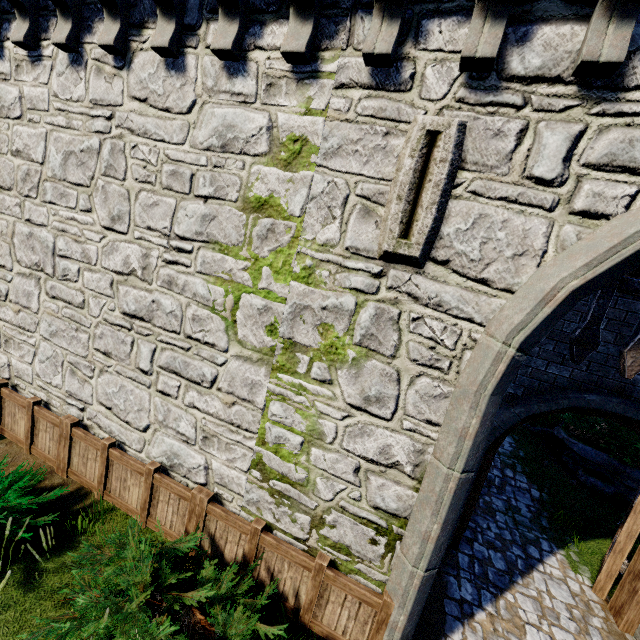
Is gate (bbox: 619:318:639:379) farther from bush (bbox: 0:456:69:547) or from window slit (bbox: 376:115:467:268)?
bush (bbox: 0:456:69:547)

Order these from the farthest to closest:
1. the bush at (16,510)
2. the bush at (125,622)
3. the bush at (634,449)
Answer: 1. the bush at (634,449)
2. the bush at (16,510)
3. the bush at (125,622)

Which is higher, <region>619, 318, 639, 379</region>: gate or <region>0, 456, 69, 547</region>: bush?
<region>619, 318, 639, 379</region>: gate

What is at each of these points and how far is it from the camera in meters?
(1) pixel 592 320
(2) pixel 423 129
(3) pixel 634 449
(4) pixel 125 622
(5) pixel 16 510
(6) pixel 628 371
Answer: (1) gate, 3.6
(2) window slit, 3.3
(3) bush, 9.8
(4) bush, 3.2
(5) bush, 4.6
(6) gate, 3.6

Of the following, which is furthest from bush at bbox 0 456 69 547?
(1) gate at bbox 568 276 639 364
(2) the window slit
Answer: (1) gate at bbox 568 276 639 364

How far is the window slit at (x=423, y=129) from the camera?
3.3m

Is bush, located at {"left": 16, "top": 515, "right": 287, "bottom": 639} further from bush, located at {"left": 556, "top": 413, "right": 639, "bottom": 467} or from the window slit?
bush, located at {"left": 556, "top": 413, "right": 639, "bottom": 467}

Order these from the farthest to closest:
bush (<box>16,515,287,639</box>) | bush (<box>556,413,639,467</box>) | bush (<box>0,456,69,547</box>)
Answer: bush (<box>556,413,639,467</box>)
bush (<box>0,456,69,547</box>)
bush (<box>16,515,287,639</box>)
